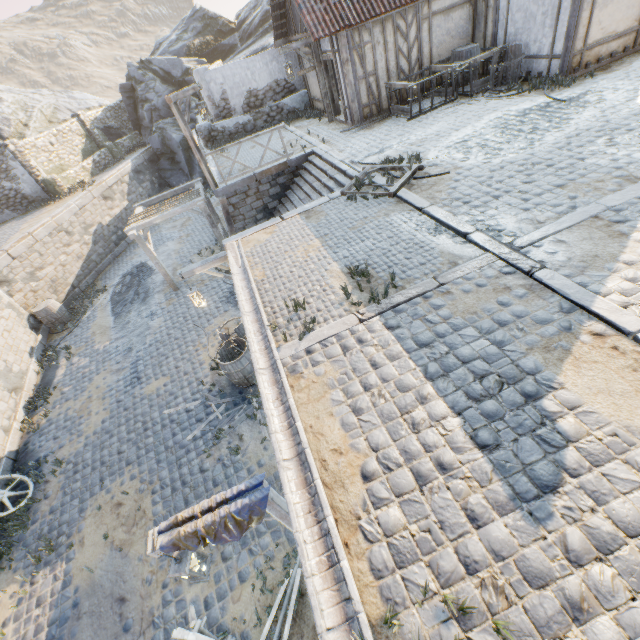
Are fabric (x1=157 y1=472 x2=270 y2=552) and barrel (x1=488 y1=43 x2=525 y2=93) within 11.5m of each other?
no

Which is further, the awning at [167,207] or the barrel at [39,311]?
the barrel at [39,311]

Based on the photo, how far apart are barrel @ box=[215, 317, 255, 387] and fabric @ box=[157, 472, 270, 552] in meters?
4.3

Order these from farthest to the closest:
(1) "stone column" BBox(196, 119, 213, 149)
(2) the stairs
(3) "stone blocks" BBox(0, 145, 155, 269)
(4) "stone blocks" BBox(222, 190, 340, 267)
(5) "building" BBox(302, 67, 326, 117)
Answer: (1) "stone column" BBox(196, 119, 213, 149)
(5) "building" BBox(302, 67, 326, 117)
(3) "stone blocks" BBox(0, 145, 155, 269)
(2) the stairs
(4) "stone blocks" BBox(222, 190, 340, 267)

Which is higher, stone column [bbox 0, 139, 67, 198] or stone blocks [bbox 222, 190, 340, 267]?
stone column [bbox 0, 139, 67, 198]

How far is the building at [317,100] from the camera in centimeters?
1443cm

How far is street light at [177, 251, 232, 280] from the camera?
8.6m

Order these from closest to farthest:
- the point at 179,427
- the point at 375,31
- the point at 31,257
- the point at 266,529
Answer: the point at 266,529, the point at 179,427, the point at 375,31, the point at 31,257
